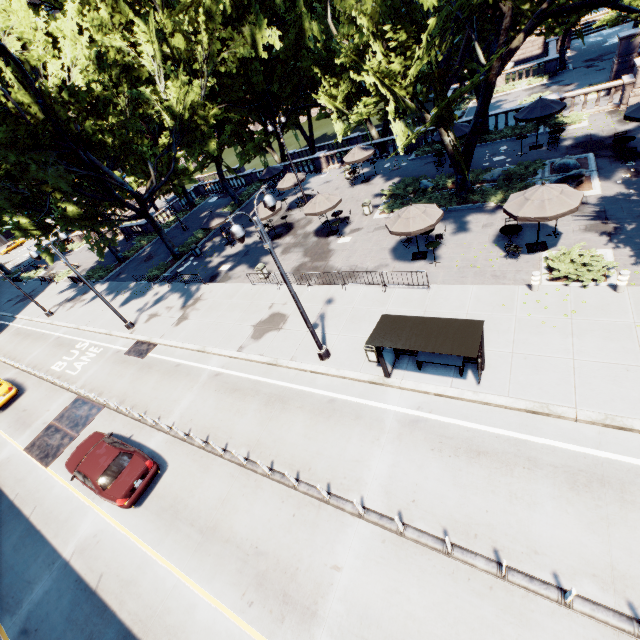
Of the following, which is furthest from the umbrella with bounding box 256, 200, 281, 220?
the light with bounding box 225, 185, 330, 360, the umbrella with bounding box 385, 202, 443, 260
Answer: the light with bounding box 225, 185, 330, 360

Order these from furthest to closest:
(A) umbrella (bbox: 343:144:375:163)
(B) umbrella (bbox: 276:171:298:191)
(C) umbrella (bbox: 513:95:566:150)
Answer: (B) umbrella (bbox: 276:171:298:191)
(A) umbrella (bbox: 343:144:375:163)
(C) umbrella (bbox: 513:95:566:150)

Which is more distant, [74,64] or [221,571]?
[74,64]

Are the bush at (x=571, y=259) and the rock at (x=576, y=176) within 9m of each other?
yes

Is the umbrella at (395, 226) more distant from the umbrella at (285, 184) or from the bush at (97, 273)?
the bush at (97, 273)

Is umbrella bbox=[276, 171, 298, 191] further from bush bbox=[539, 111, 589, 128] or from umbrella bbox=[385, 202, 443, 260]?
bush bbox=[539, 111, 589, 128]

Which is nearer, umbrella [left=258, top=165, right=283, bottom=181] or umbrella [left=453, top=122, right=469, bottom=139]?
umbrella [left=453, top=122, right=469, bottom=139]

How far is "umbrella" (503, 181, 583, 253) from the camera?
12.7m
